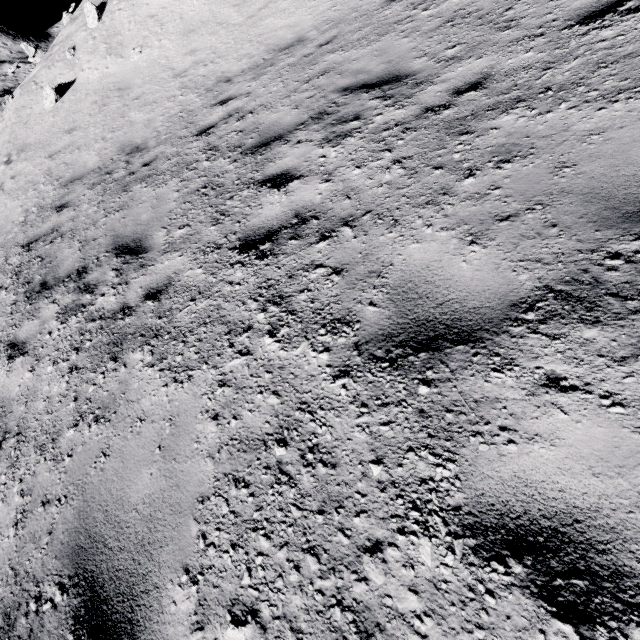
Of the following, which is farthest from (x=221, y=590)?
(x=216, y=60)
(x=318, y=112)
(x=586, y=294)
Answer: (x=216, y=60)

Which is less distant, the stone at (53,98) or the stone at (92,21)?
the stone at (53,98)

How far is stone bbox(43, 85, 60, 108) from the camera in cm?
1068

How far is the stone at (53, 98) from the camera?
10.7 meters

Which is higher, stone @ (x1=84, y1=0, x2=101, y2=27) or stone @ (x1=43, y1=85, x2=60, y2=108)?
stone @ (x1=84, y1=0, x2=101, y2=27)

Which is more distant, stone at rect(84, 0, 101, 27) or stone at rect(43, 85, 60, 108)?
stone at rect(84, 0, 101, 27)
